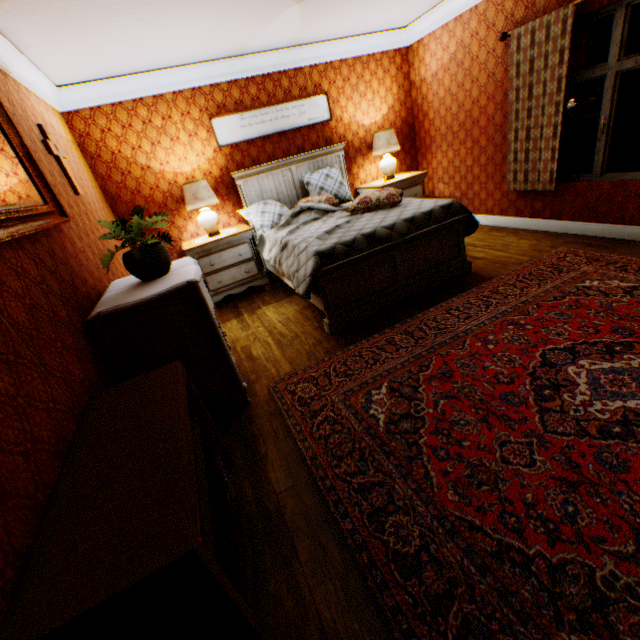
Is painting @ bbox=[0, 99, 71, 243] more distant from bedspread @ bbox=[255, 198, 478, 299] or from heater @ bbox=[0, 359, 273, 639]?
bedspread @ bbox=[255, 198, 478, 299]

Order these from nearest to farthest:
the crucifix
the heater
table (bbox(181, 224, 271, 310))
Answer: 1. the heater
2. the crucifix
3. table (bbox(181, 224, 271, 310))

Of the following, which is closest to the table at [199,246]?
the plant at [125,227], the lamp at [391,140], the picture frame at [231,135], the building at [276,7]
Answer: the building at [276,7]

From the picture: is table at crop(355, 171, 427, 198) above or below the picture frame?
below

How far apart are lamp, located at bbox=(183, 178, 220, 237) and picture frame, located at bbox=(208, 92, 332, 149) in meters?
0.6

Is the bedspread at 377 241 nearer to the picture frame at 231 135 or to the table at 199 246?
the table at 199 246

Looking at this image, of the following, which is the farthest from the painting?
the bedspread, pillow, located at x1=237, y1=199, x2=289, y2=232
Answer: pillow, located at x1=237, y1=199, x2=289, y2=232

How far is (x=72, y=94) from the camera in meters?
4.0
